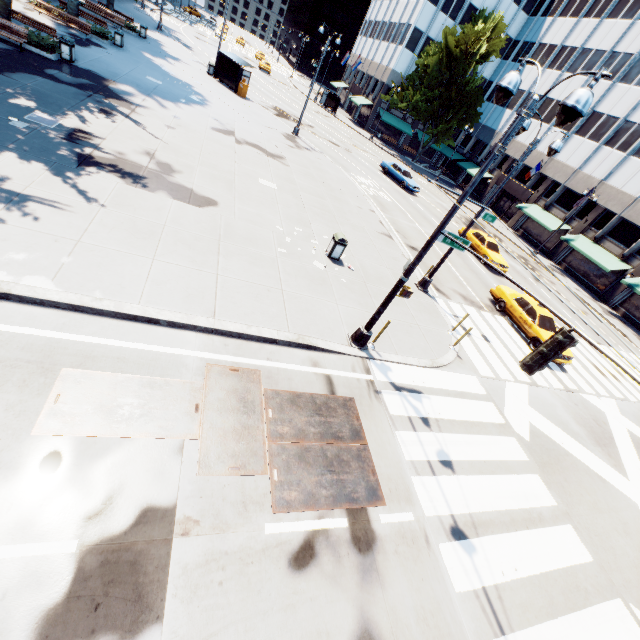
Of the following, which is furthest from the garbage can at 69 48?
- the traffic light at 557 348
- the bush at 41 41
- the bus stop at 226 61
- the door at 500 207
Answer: the door at 500 207

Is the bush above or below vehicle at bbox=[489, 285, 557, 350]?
below

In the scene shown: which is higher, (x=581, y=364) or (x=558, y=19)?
(x=558, y=19)

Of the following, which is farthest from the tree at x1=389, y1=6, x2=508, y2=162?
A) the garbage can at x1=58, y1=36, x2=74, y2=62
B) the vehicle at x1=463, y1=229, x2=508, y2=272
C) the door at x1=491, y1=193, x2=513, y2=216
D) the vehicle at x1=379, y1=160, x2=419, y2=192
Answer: the vehicle at x1=463, y1=229, x2=508, y2=272

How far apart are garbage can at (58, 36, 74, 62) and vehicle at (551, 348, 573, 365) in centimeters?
2557cm

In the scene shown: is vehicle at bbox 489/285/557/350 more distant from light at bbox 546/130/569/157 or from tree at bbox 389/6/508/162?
tree at bbox 389/6/508/162

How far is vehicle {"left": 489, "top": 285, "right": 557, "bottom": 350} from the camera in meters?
15.7 m

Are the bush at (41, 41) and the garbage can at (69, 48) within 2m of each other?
yes
